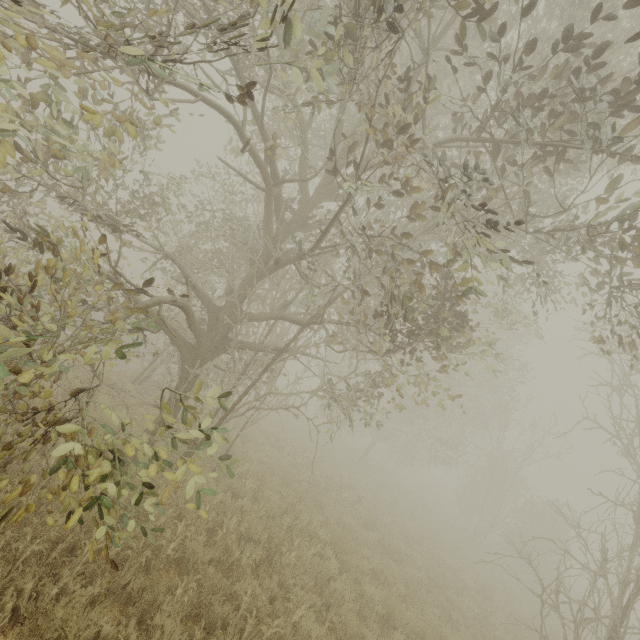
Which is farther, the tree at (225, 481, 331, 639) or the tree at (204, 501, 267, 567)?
the tree at (204, 501, 267, 567)

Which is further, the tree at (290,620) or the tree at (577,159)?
the tree at (290,620)

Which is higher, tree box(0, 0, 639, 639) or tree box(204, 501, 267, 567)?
tree box(0, 0, 639, 639)

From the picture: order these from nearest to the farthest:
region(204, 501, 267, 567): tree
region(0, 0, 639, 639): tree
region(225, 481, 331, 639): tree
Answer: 1. region(0, 0, 639, 639): tree
2. region(225, 481, 331, 639): tree
3. region(204, 501, 267, 567): tree

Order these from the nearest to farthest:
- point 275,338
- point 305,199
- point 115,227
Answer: point 115,227, point 305,199, point 275,338

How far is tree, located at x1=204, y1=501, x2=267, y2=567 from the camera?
5.9 meters
